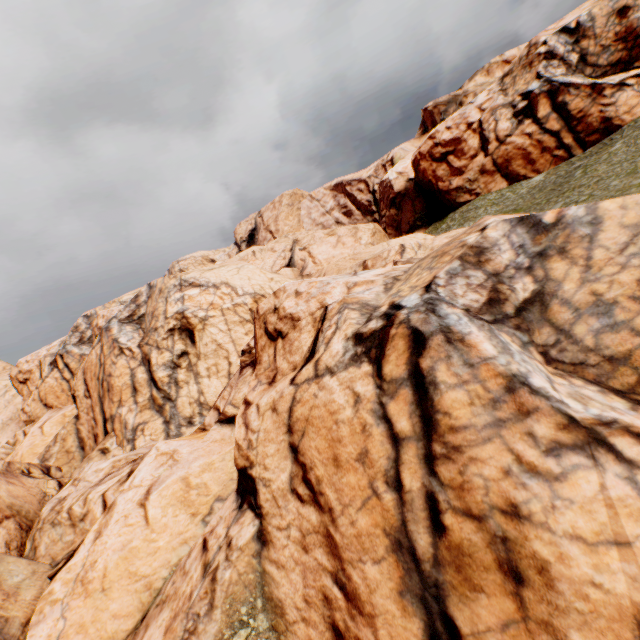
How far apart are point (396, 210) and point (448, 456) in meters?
53.2 m
